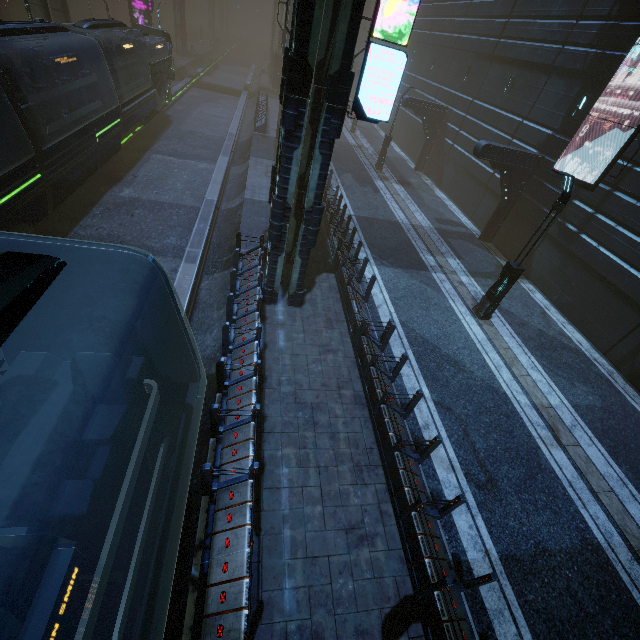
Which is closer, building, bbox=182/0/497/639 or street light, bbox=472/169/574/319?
building, bbox=182/0/497/639

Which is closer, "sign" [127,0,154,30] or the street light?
the street light

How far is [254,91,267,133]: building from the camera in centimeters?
2595cm

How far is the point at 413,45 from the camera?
32.1m

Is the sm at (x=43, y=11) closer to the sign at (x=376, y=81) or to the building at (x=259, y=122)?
the building at (x=259, y=122)

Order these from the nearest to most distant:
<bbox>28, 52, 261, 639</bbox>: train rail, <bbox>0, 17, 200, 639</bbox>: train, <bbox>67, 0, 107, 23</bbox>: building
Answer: <bbox>0, 17, 200, 639</bbox>: train
<bbox>28, 52, 261, 639</bbox>: train rail
<bbox>67, 0, 107, 23</bbox>: building

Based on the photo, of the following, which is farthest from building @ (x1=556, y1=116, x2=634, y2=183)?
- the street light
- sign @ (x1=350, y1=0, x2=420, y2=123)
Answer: the street light

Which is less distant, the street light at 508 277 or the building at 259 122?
the street light at 508 277
